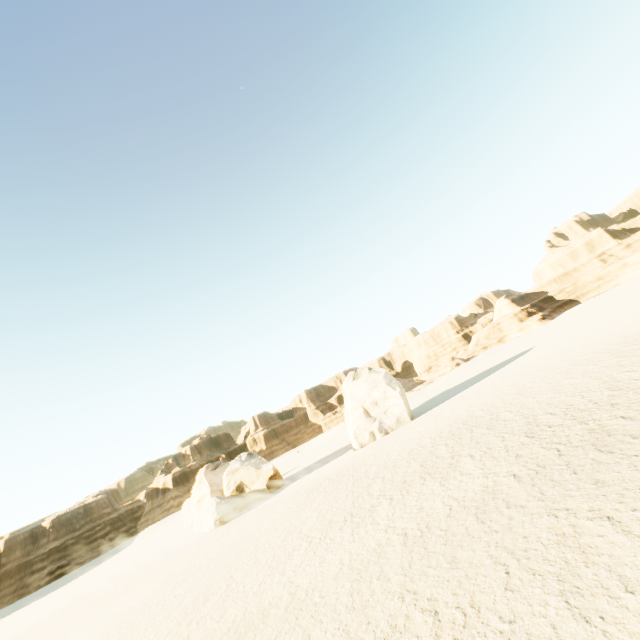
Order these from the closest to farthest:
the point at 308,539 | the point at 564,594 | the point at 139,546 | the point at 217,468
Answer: the point at 564,594, the point at 308,539, the point at 217,468, the point at 139,546

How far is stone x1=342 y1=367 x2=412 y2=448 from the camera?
31.1 meters

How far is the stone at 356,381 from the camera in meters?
31.1

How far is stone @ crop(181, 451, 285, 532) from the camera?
29.12m

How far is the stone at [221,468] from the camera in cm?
2912

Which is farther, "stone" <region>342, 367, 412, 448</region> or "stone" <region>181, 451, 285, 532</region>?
"stone" <region>342, 367, 412, 448</region>
